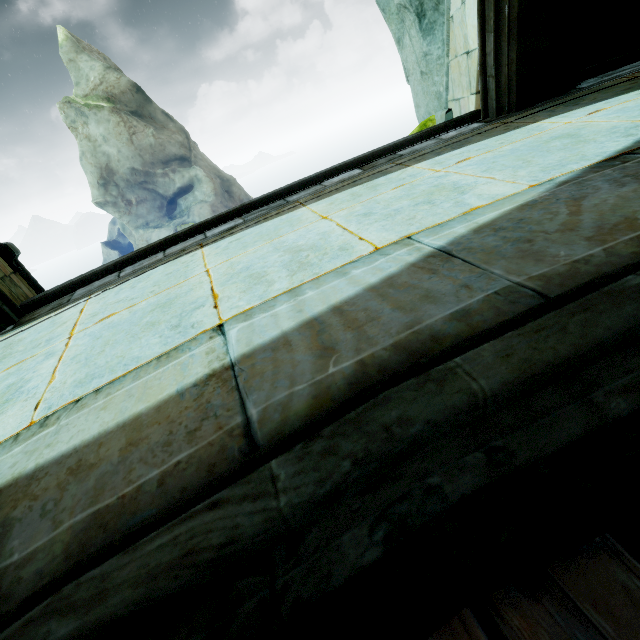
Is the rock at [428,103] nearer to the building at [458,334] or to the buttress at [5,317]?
the building at [458,334]

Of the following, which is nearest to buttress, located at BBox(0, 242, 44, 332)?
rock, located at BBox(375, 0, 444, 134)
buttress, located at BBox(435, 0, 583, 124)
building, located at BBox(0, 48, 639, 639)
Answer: building, located at BBox(0, 48, 639, 639)

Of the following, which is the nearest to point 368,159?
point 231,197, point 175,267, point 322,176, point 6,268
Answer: point 322,176

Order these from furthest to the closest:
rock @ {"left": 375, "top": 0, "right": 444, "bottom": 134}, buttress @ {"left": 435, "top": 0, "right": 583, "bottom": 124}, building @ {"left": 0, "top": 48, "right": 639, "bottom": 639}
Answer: rock @ {"left": 375, "top": 0, "right": 444, "bottom": 134} < buttress @ {"left": 435, "top": 0, "right": 583, "bottom": 124} < building @ {"left": 0, "top": 48, "right": 639, "bottom": 639}

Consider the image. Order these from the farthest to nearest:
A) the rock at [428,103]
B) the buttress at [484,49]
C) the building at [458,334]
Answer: the rock at [428,103] < the buttress at [484,49] < the building at [458,334]

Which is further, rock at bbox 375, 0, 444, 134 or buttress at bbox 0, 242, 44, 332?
rock at bbox 375, 0, 444, 134

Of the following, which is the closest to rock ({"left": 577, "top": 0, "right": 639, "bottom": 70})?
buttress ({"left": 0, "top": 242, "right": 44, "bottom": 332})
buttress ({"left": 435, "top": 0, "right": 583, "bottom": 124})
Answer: buttress ({"left": 435, "top": 0, "right": 583, "bottom": 124})

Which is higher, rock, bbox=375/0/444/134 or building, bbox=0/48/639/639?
rock, bbox=375/0/444/134
